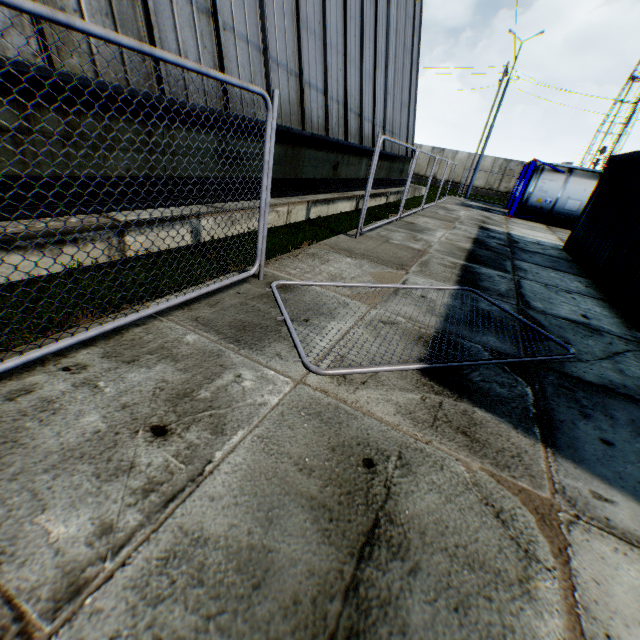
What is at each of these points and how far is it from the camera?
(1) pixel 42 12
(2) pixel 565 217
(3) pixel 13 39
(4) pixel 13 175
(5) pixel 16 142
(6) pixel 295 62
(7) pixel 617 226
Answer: (1) metal fence, 1.69m
(2) tank container, 17.14m
(3) building, 3.39m
(4) building, 3.70m
(5) building, 3.64m
(6) building, 7.77m
(7) storage container, 7.66m

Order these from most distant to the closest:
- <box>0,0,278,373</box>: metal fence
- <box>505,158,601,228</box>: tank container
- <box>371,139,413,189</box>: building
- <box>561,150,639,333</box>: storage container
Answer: <box>505,158,601,228</box>: tank container, <box>371,139,413,189</box>: building, <box>561,150,639,333</box>: storage container, <box>0,0,278,373</box>: metal fence

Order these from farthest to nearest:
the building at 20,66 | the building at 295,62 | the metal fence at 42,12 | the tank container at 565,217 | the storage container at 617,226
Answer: the tank container at 565,217, the storage container at 617,226, the building at 295,62, the building at 20,66, the metal fence at 42,12

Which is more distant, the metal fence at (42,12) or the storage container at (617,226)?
the storage container at (617,226)

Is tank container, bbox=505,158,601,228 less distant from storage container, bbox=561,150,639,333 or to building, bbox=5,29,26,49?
→ building, bbox=5,29,26,49

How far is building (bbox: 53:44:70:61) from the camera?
3.63m

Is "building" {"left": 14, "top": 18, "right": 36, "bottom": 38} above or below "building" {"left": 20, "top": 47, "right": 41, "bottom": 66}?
above
